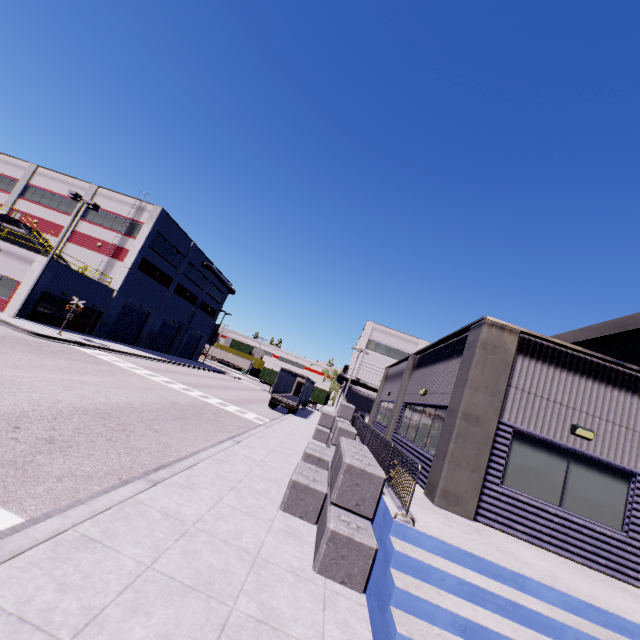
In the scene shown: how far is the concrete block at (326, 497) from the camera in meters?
5.7

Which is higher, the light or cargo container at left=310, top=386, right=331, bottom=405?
the light

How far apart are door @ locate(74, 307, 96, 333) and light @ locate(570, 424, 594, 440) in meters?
35.5 m

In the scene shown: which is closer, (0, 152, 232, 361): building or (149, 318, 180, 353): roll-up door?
(0, 152, 232, 361): building

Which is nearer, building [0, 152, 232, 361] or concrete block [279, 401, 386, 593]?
concrete block [279, 401, 386, 593]

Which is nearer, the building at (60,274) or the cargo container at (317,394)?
the building at (60,274)

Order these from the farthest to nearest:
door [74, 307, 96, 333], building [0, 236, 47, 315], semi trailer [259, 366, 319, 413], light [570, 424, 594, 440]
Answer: semi trailer [259, 366, 319, 413] → door [74, 307, 96, 333] → building [0, 236, 47, 315] → light [570, 424, 594, 440]

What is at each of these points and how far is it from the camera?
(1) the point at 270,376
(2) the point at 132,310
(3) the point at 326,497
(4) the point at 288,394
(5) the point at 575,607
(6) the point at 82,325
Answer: (1) cargo container, 52.1 meters
(2) roll-up door, 36.2 meters
(3) concrete block, 7.8 meters
(4) semi trailer, 41.6 meters
(5) building, 5.2 meters
(6) door, 30.0 meters
